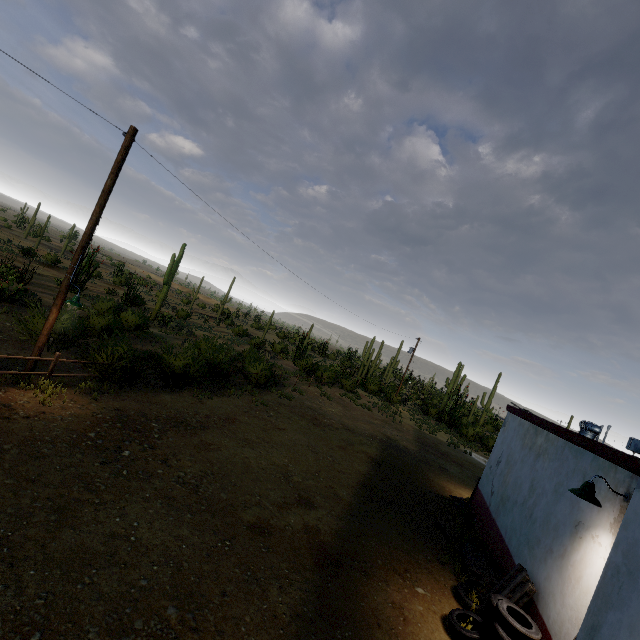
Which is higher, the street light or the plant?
the street light

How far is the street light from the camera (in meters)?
5.12

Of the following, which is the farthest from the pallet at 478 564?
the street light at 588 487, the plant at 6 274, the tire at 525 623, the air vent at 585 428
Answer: the plant at 6 274

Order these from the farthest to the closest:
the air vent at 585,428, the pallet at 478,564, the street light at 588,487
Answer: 1. the air vent at 585,428
2. the pallet at 478,564
3. the street light at 588,487

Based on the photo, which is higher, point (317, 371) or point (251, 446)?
point (317, 371)

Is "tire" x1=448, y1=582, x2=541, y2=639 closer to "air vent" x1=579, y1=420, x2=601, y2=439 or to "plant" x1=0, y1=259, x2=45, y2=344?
"air vent" x1=579, y1=420, x2=601, y2=439

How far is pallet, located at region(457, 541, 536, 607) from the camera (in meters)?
6.41

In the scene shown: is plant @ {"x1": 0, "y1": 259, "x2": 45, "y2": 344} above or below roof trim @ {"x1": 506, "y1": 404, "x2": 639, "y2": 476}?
below
